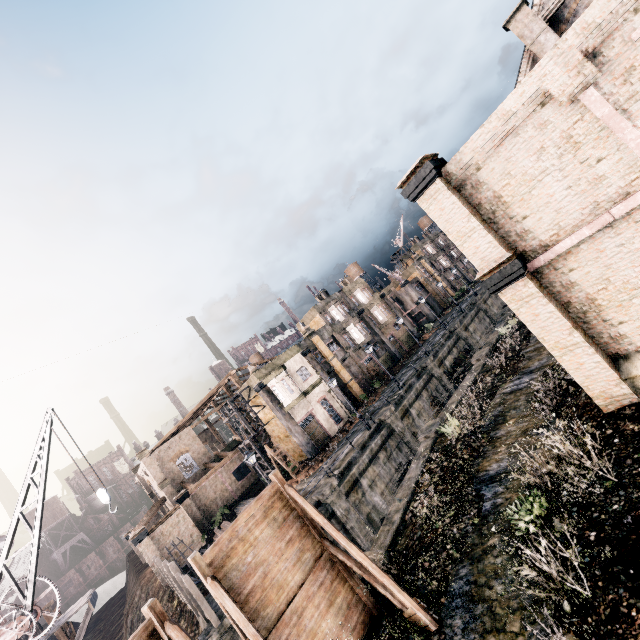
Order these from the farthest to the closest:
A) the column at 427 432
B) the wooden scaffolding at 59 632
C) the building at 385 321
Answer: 1. the building at 385 321
2. the column at 427 432
3. the wooden scaffolding at 59 632

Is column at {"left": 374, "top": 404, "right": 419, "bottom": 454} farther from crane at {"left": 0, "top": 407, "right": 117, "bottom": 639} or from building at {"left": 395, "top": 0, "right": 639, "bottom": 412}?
crane at {"left": 0, "top": 407, "right": 117, "bottom": 639}

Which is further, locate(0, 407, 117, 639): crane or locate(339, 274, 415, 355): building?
locate(339, 274, 415, 355): building

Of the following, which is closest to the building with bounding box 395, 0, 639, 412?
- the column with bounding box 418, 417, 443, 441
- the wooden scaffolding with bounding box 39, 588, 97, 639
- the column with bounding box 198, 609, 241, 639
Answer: the column with bounding box 418, 417, 443, 441

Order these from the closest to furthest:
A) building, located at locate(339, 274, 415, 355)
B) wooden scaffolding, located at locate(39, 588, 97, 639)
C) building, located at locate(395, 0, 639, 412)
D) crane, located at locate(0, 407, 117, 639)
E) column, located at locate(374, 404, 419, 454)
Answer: building, located at locate(395, 0, 639, 412), crane, located at locate(0, 407, 117, 639), wooden scaffolding, located at locate(39, 588, 97, 639), column, located at locate(374, 404, 419, 454), building, located at locate(339, 274, 415, 355)

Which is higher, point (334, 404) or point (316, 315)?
point (316, 315)

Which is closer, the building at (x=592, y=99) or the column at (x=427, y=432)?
the building at (x=592, y=99)

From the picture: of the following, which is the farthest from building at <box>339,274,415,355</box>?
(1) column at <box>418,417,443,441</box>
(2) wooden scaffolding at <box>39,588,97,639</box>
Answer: (2) wooden scaffolding at <box>39,588,97,639</box>
